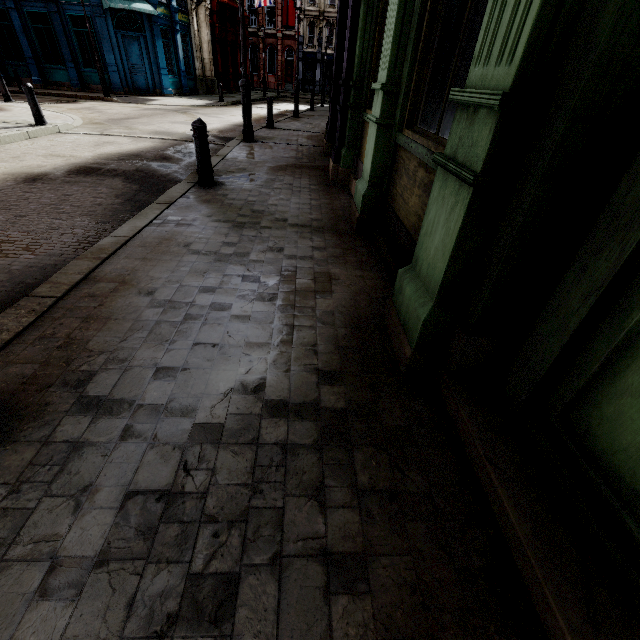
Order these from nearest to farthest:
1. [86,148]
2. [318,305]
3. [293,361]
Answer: [293,361], [318,305], [86,148]

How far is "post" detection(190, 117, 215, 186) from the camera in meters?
4.9 m

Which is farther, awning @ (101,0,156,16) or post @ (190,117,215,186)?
awning @ (101,0,156,16)

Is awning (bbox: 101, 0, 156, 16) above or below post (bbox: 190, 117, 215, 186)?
above

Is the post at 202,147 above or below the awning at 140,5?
below

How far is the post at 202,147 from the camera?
4.9 meters
